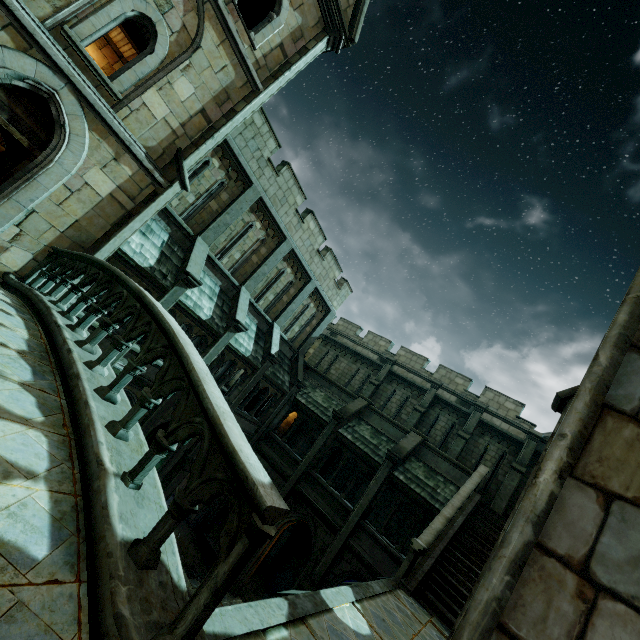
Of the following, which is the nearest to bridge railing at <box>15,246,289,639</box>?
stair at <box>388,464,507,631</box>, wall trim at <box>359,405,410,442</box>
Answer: stair at <box>388,464,507,631</box>

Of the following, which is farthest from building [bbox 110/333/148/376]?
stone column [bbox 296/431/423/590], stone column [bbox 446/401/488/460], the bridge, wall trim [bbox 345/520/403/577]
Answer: stone column [bbox 446/401/488/460]

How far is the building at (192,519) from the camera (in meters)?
16.66

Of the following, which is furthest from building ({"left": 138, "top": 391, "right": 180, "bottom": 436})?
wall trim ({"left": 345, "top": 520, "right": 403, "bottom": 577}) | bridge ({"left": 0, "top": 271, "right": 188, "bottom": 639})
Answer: wall trim ({"left": 345, "top": 520, "right": 403, "bottom": 577})

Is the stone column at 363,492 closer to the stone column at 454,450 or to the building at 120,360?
the stone column at 454,450

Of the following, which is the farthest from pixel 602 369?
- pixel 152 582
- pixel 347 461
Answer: pixel 347 461

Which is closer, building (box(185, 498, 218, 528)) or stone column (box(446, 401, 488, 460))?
building (box(185, 498, 218, 528))

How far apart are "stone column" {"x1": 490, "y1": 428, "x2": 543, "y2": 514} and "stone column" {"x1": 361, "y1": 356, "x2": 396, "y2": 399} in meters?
8.4 m
